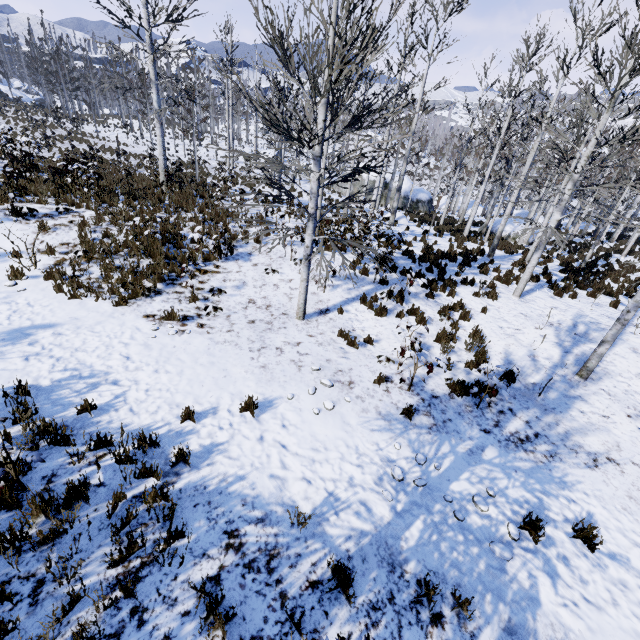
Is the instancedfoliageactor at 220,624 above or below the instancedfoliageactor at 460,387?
above

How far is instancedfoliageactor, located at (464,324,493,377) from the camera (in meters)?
6.80

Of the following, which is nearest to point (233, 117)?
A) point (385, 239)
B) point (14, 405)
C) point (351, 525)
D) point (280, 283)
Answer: point (385, 239)

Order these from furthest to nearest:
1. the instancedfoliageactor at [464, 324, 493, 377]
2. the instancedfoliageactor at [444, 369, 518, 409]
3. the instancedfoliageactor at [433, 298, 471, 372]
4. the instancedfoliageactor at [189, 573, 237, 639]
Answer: the instancedfoliageactor at [433, 298, 471, 372]
the instancedfoliageactor at [464, 324, 493, 377]
the instancedfoliageactor at [444, 369, 518, 409]
the instancedfoliageactor at [189, 573, 237, 639]

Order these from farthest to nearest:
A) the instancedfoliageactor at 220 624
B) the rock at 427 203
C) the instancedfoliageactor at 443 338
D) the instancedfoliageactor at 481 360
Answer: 1. the rock at 427 203
2. the instancedfoliageactor at 443 338
3. the instancedfoliageactor at 481 360
4. the instancedfoliageactor at 220 624

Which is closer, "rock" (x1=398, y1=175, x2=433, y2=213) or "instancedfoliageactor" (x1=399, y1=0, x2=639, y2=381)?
"instancedfoliageactor" (x1=399, y1=0, x2=639, y2=381)
